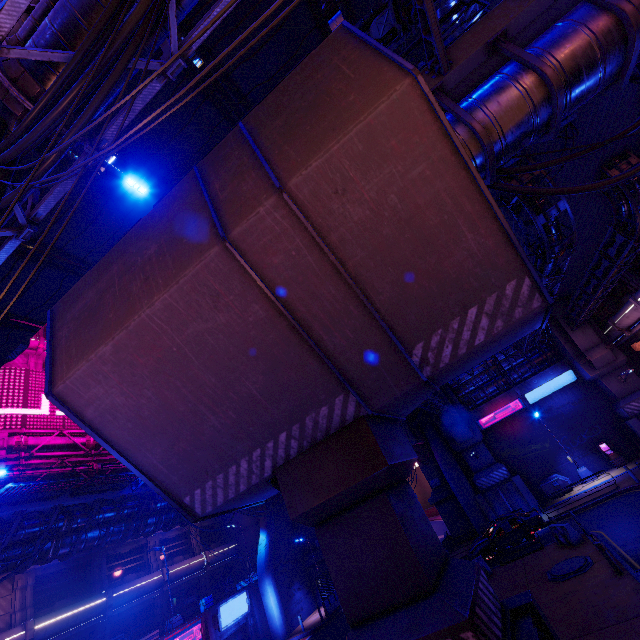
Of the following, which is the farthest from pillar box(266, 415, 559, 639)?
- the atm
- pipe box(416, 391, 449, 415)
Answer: the atm

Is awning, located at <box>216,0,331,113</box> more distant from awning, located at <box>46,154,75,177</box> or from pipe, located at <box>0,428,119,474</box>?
awning, located at <box>46,154,75,177</box>

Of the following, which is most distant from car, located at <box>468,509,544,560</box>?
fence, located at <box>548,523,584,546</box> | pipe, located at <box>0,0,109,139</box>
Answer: pipe, located at <box>0,0,109,139</box>

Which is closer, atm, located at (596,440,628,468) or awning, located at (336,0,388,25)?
awning, located at (336,0,388,25)

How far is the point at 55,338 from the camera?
8.24m

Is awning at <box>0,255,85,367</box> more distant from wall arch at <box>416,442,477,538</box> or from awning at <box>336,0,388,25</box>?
wall arch at <box>416,442,477,538</box>

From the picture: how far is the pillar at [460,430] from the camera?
25.86m

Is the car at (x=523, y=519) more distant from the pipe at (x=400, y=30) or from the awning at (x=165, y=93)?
the awning at (x=165, y=93)
